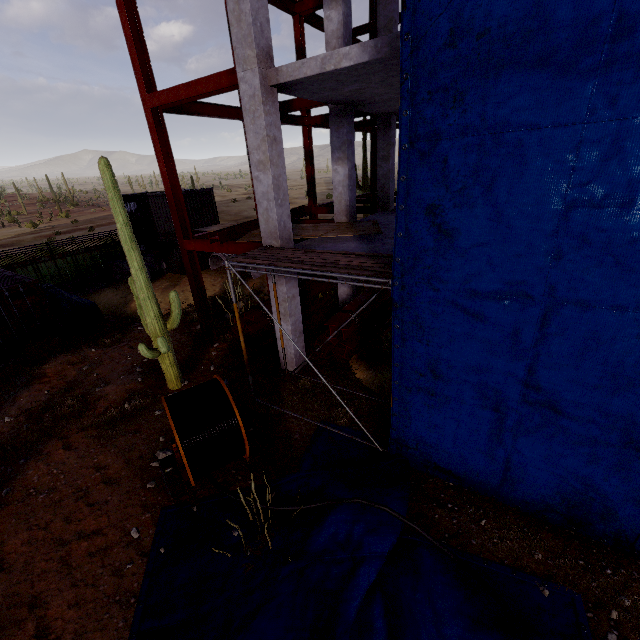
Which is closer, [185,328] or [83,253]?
[185,328]

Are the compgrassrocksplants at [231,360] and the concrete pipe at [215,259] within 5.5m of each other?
no

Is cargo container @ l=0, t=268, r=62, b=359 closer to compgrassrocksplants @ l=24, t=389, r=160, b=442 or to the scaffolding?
compgrassrocksplants @ l=24, t=389, r=160, b=442

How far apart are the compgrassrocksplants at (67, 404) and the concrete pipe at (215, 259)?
11.4 meters

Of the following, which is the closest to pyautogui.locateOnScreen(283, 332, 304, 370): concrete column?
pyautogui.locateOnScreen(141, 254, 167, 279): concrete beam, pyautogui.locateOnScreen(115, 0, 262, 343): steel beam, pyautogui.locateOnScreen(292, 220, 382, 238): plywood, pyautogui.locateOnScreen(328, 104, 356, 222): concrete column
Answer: pyautogui.locateOnScreen(115, 0, 262, 343): steel beam

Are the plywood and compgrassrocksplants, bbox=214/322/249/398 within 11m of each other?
yes

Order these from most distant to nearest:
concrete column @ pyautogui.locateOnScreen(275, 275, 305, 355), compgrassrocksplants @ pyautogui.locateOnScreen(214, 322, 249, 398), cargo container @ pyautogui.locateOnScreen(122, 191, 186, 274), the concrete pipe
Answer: the concrete pipe, cargo container @ pyautogui.locateOnScreen(122, 191, 186, 274), compgrassrocksplants @ pyautogui.locateOnScreen(214, 322, 249, 398), concrete column @ pyautogui.locateOnScreen(275, 275, 305, 355)

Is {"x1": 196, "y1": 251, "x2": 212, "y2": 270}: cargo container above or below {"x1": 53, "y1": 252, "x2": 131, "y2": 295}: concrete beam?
above
